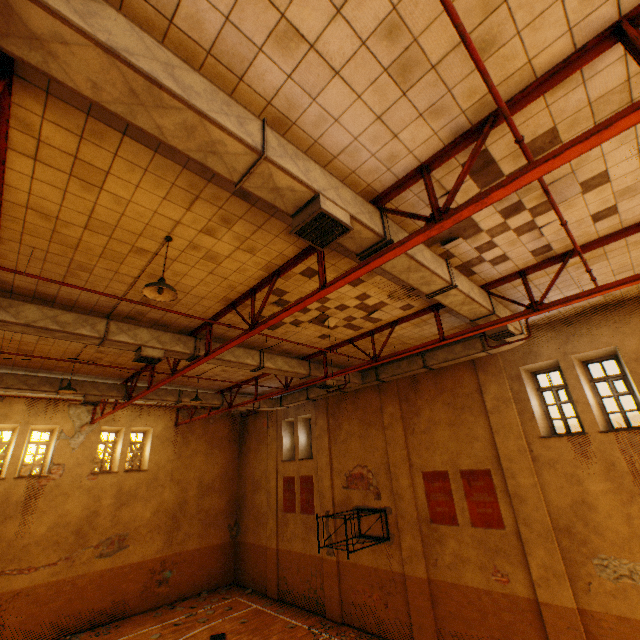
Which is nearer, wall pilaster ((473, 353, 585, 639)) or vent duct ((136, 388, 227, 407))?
wall pilaster ((473, 353, 585, 639))

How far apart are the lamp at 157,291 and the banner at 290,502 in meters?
13.6 m

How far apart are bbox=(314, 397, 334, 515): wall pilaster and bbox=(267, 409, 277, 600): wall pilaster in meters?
3.1 m

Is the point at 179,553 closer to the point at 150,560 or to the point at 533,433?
the point at 150,560

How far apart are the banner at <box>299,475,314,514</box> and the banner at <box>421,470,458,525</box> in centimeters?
557cm

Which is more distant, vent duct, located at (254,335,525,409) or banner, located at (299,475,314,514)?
banner, located at (299,475,314,514)

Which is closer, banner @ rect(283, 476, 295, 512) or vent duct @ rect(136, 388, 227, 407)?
vent duct @ rect(136, 388, 227, 407)

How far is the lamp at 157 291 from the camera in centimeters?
457cm
